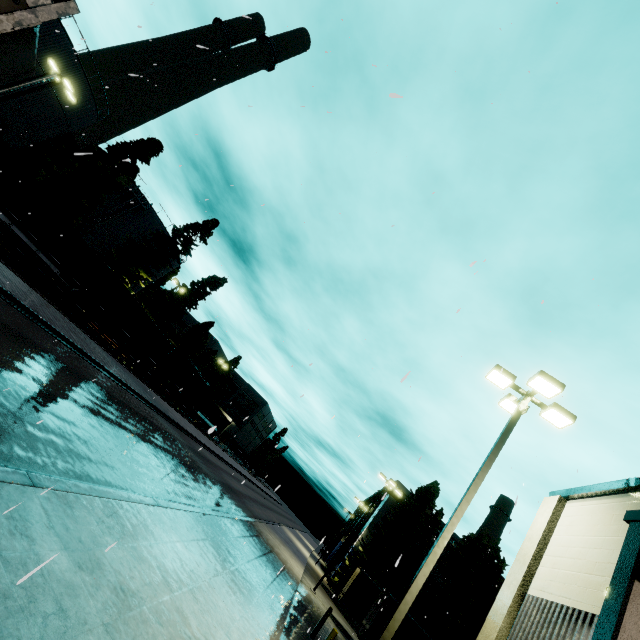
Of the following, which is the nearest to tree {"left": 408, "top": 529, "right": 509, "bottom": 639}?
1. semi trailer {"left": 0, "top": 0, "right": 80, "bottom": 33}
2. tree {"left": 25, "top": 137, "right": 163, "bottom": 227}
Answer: semi trailer {"left": 0, "top": 0, "right": 80, "bottom": 33}

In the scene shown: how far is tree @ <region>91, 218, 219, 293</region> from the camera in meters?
37.0 m

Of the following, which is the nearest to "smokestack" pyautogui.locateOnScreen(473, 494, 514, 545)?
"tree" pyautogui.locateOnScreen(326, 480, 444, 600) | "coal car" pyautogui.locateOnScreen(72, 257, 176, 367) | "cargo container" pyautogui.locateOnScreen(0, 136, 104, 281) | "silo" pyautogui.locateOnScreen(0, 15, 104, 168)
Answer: "tree" pyautogui.locateOnScreen(326, 480, 444, 600)

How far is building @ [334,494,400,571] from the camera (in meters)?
44.16

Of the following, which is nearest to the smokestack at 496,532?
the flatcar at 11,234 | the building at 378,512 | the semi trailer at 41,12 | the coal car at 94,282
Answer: the building at 378,512

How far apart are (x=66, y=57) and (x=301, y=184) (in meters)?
32.46

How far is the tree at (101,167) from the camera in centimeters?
2892cm

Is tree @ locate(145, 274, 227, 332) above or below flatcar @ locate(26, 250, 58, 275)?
above
